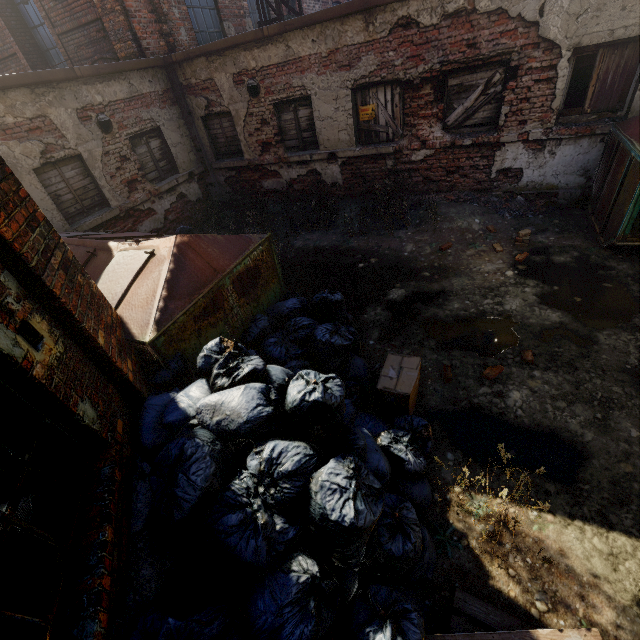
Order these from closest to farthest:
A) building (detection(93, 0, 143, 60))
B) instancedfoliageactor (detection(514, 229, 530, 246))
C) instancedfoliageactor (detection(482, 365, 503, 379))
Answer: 1. instancedfoliageactor (detection(482, 365, 503, 379))
2. instancedfoliageactor (detection(514, 229, 530, 246))
3. building (detection(93, 0, 143, 60))

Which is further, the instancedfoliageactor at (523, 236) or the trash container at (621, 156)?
the instancedfoliageactor at (523, 236)

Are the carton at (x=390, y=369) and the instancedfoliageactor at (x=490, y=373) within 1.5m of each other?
yes

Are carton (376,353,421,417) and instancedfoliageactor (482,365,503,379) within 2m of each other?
yes

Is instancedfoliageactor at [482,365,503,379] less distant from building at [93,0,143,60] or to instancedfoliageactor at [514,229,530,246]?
instancedfoliageactor at [514,229,530,246]

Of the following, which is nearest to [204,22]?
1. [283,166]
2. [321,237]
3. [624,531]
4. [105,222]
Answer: [283,166]

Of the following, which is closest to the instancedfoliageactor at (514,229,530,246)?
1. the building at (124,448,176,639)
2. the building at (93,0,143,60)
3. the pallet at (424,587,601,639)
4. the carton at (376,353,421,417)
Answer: the carton at (376,353,421,417)

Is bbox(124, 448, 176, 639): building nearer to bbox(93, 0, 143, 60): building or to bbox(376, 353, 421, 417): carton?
bbox(376, 353, 421, 417): carton
